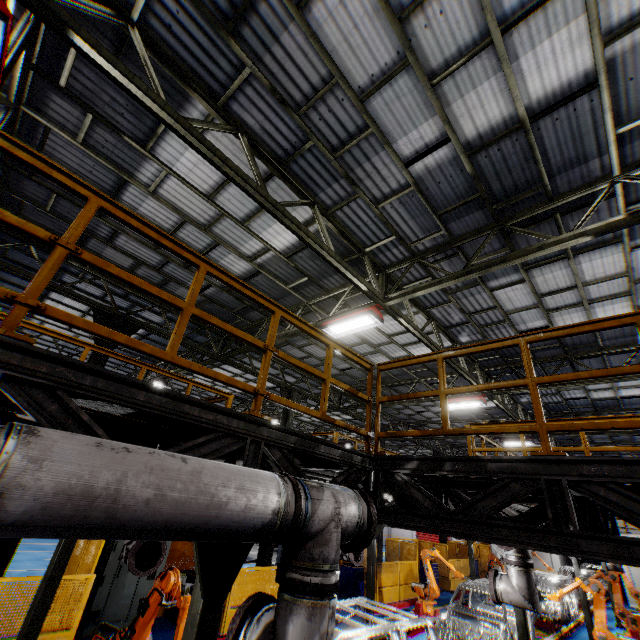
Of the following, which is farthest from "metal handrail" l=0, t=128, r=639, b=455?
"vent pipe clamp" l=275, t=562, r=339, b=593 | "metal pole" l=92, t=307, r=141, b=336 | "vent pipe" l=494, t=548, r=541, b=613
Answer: "vent pipe" l=494, t=548, r=541, b=613

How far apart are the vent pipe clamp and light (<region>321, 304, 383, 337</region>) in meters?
5.6 m

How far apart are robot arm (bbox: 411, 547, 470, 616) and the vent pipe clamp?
12.74m

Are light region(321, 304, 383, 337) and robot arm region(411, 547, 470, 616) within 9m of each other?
no

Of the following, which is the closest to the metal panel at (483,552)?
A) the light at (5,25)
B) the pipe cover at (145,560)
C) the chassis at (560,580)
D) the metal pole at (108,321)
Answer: the metal pole at (108,321)

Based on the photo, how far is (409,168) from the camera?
6.0m

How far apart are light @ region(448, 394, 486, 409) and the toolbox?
8.5m

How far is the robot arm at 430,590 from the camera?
12.14m
